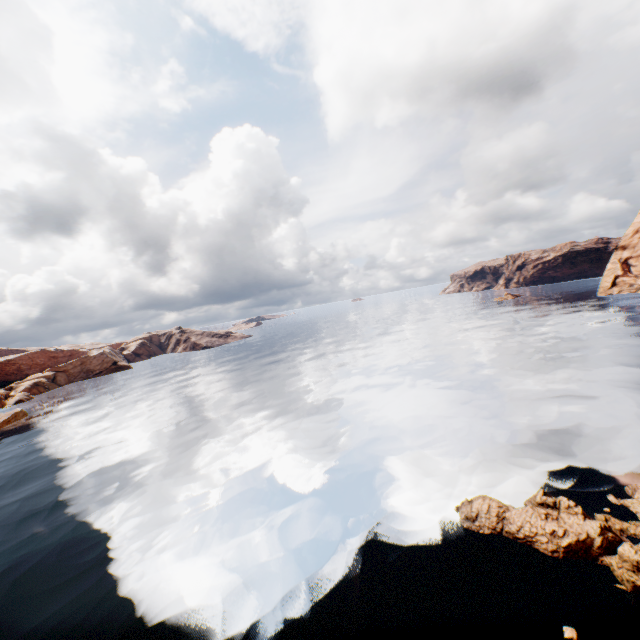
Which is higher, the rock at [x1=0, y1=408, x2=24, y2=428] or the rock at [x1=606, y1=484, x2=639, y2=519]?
the rock at [x1=0, y1=408, x2=24, y2=428]

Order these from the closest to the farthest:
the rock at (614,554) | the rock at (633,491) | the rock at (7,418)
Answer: the rock at (614,554)
the rock at (633,491)
the rock at (7,418)

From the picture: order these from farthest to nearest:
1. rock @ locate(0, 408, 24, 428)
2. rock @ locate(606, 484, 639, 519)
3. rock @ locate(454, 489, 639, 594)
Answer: rock @ locate(0, 408, 24, 428)
rock @ locate(606, 484, 639, 519)
rock @ locate(454, 489, 639, 594)

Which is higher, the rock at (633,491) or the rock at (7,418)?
the rock at (7,418)

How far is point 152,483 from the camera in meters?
25.3 m

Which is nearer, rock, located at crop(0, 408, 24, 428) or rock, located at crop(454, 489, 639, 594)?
rock, located at crop(454, 489, 639, 594)
